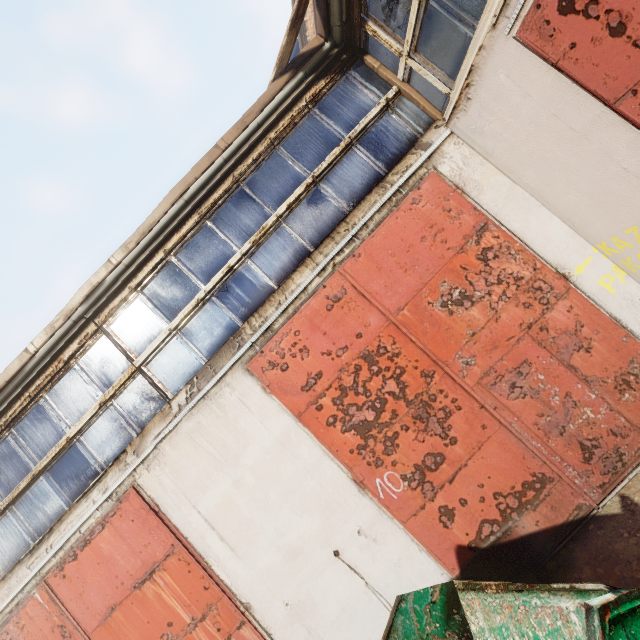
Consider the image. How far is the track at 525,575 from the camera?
3.7 meters

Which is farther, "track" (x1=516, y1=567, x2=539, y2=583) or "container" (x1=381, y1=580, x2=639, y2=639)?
"track" (x1=516, y1=567, x2=539, y2=583)

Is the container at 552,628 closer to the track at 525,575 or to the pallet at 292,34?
the track at 525,575

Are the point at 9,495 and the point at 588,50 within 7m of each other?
no

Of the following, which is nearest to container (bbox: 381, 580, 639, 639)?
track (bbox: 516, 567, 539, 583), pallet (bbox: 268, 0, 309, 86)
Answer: track (bbox: 516, 567, 539, 583)

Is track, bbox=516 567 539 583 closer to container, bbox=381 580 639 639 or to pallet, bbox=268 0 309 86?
container, bbox=381 580 639 639

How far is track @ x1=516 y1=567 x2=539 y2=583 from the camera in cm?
369
